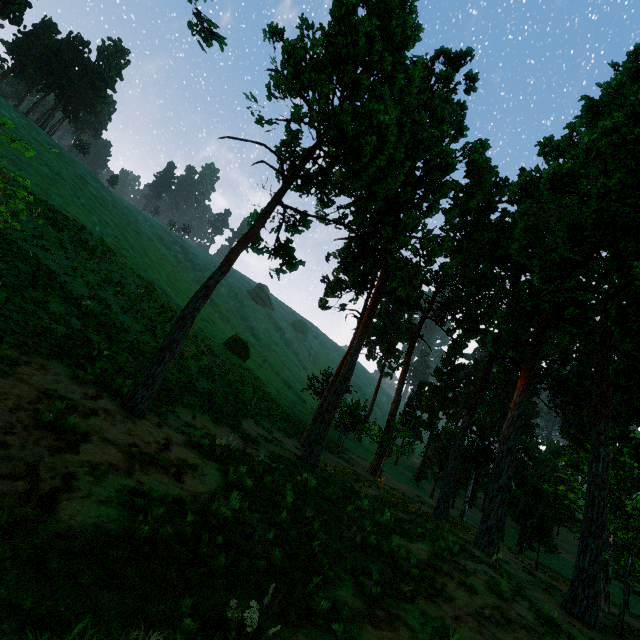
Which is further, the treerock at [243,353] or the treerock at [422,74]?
the treerock at [243,353]

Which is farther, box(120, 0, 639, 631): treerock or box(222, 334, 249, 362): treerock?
box(222, 334, 249, 362): treerock

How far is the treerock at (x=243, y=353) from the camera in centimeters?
4156cm

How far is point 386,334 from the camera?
26.3m

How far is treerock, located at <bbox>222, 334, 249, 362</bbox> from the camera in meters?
41.6 m
